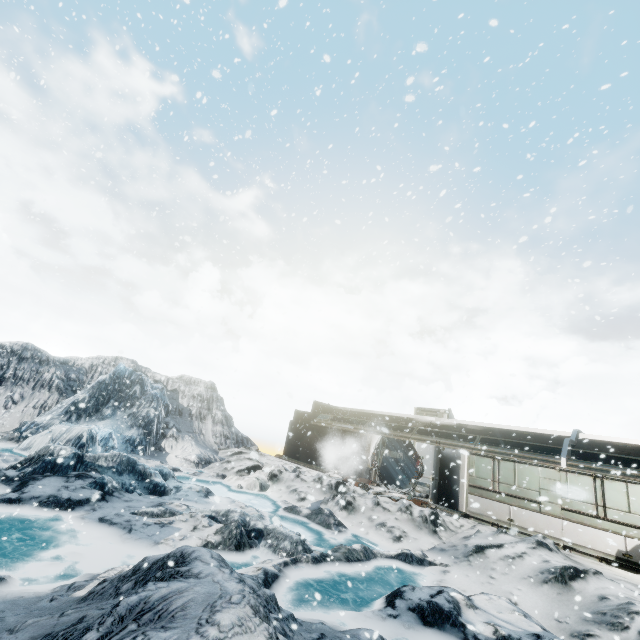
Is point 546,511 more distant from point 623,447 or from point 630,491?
point 623,447
